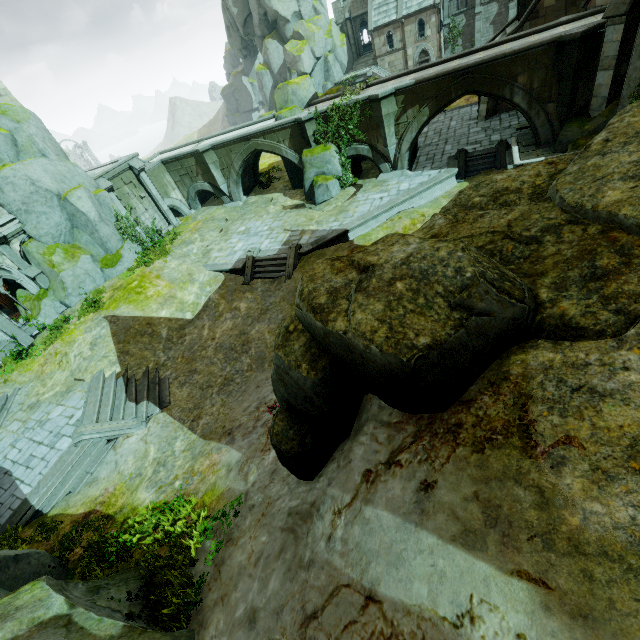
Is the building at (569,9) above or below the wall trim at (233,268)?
above

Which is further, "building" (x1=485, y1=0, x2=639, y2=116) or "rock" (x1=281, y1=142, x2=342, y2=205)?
"rock" (x1=281, y1=142, x2=342, y2=205)

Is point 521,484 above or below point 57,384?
above

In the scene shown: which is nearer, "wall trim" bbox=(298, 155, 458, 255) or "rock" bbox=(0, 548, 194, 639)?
"rock" bbox=(0, 548, 194, 639)

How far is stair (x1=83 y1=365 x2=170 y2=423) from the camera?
13.80m

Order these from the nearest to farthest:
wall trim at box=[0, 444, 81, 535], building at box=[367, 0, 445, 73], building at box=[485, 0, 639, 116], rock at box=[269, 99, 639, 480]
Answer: rock at box=[269, 99, 639, 480] < wall trim at box=[0, 444, 81, 535] < building at box=[485, 0, 639, 116] < building at box=[367, 0, 445, 73]

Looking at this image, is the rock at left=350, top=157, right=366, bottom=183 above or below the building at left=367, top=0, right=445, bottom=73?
below

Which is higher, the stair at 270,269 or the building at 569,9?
the building at 569,9
